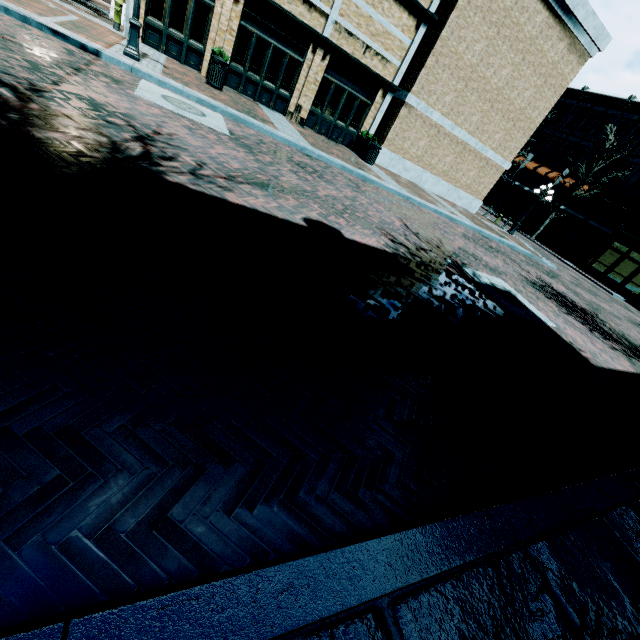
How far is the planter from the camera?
15.8 meters

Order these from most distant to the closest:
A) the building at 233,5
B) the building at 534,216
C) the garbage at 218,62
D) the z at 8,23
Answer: the building at 534,216
the building at 233,5
the garbage at 218,62
the z at 8,23

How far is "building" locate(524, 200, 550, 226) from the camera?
35.0m

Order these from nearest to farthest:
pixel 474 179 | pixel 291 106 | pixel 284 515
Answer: pixel 284 515, pixel 291 106, pixel 474 179

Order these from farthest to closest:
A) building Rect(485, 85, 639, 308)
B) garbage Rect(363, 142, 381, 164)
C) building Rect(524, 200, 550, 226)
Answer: building Rect(524, 200, 550, 226) < building Rect(485, 85, 639, 308) < garbage Rect(363, 142, 381, 164)

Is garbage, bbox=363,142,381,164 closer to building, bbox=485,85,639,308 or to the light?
building, bbox=485,85,639,308

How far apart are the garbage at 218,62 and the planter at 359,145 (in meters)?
6.92

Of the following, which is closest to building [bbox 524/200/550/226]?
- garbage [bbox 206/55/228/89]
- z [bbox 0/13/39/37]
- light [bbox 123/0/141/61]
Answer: z [bbox 0/13/39/37]
